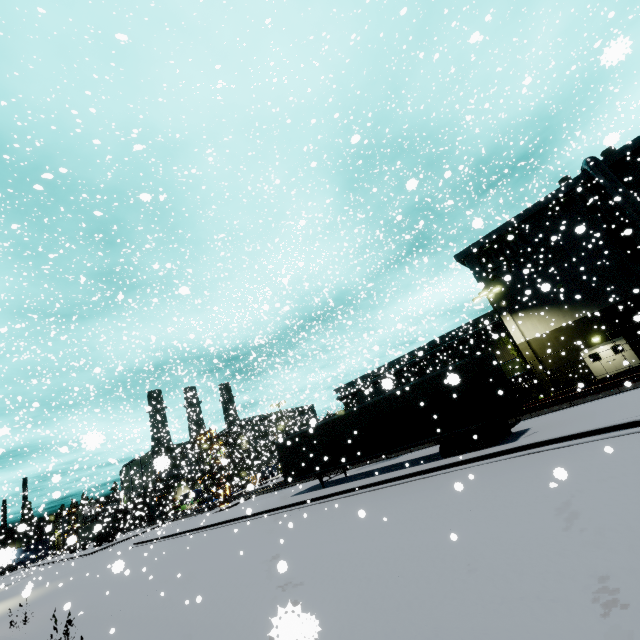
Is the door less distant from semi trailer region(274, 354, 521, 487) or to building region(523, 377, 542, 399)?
building region(523, 377, 542, 399)

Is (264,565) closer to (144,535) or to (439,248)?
(439,248)

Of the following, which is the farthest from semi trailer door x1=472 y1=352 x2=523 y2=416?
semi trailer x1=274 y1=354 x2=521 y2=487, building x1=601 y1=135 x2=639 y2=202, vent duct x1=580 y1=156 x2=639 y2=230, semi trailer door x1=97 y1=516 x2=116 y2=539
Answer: semi trailer door x1=97 y1=516 x2=116 y2=539

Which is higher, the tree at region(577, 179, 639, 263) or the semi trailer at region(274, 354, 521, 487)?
the tree at region(577, 179, 639, 263)

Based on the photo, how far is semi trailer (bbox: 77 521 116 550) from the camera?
37.0m

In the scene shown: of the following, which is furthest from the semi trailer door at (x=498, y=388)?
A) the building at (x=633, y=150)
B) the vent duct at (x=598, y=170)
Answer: the building at (x=633, y=150)

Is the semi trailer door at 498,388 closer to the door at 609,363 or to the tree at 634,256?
the tree at 634,256

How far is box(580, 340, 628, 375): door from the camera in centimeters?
2556cm
